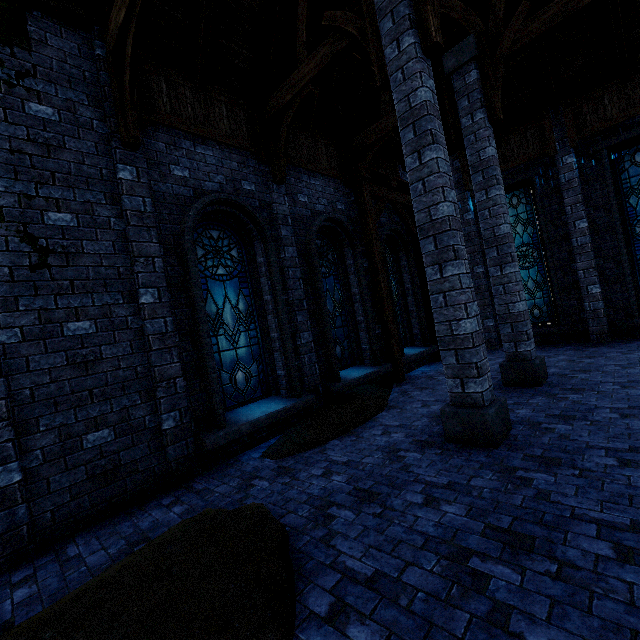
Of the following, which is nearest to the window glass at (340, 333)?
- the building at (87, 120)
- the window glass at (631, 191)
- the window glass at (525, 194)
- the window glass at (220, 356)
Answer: the building at (87, 120)

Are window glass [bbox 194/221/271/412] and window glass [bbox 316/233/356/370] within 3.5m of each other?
yes

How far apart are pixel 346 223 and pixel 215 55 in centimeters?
437cm

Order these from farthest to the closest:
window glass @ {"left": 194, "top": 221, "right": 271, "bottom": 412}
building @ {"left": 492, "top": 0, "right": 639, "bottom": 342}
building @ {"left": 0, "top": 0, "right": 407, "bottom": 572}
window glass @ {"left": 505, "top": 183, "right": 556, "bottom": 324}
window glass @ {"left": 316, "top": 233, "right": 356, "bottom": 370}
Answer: window glass @ {"left": 505, "top": 183, "right": 556, "bottom": 324} → window glass @ {"left": 316, "top": 233, "right": 356, "bottom": 370} → building @ {"left": 492, "top": 0, "right": 639, "bottom": 342} → window glass @ {"left": 194, "top": 221, "right": 271, "bottom": 412} → building @ {"left": 0, "top": 0, "right": 407, "bottom": 572}

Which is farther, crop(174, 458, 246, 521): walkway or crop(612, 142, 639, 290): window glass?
crop(612, 142, 639, 290): window glass

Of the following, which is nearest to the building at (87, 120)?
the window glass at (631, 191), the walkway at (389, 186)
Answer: the walkway at (389, 186)

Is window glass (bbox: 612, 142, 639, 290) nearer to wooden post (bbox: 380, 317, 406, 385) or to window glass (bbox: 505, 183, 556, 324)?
window glass (bbox: 505, 183, 556, 324)

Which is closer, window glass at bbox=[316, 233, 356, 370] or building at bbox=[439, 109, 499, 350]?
window glass at bbox=[316, 233, 356, 370]
